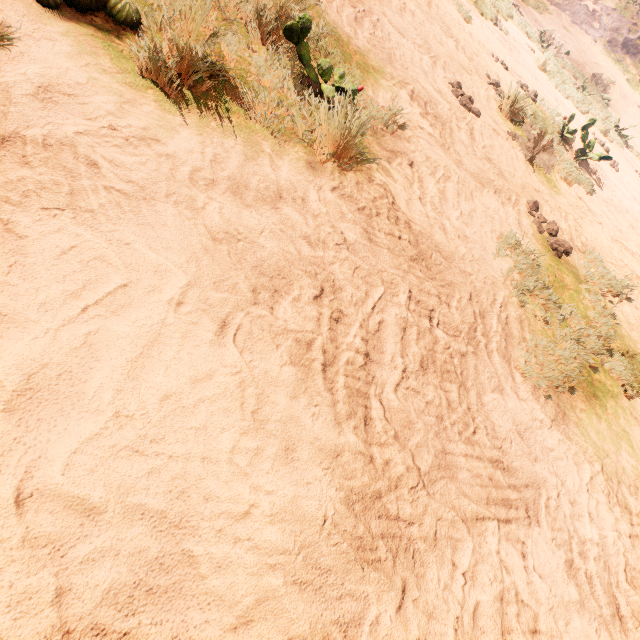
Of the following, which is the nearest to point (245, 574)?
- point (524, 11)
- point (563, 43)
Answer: point (524, 11)
